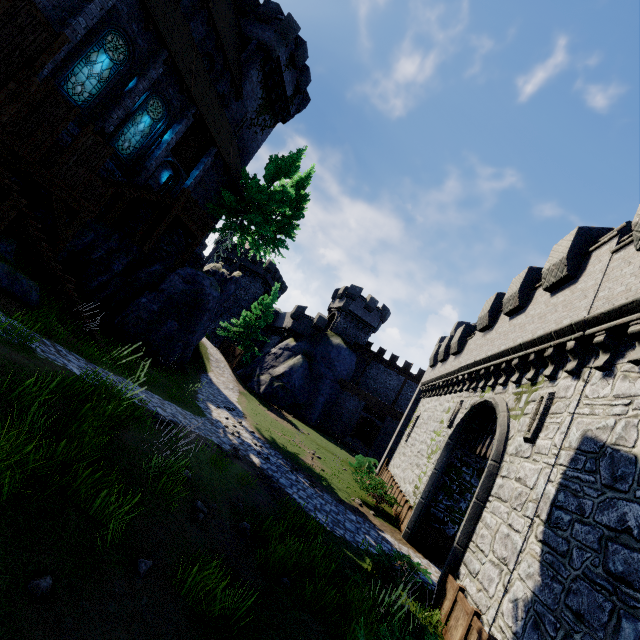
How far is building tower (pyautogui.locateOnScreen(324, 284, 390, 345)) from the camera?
41.2 meters

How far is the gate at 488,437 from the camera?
12.4 meters

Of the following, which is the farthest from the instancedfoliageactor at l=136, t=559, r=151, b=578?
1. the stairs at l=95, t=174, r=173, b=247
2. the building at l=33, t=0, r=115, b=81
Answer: the building at l=33, t=0, r=115, b=81

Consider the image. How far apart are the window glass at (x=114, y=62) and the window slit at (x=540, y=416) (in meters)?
20.70

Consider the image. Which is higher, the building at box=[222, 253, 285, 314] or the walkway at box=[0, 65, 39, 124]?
the building at box=[222, 253, 285, 314]

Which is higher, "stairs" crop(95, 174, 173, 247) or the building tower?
the building tower

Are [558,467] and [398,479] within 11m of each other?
no

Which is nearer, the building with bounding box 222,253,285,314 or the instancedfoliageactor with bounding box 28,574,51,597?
the instancedfoliageactor with bounding box 28,574,51,597
